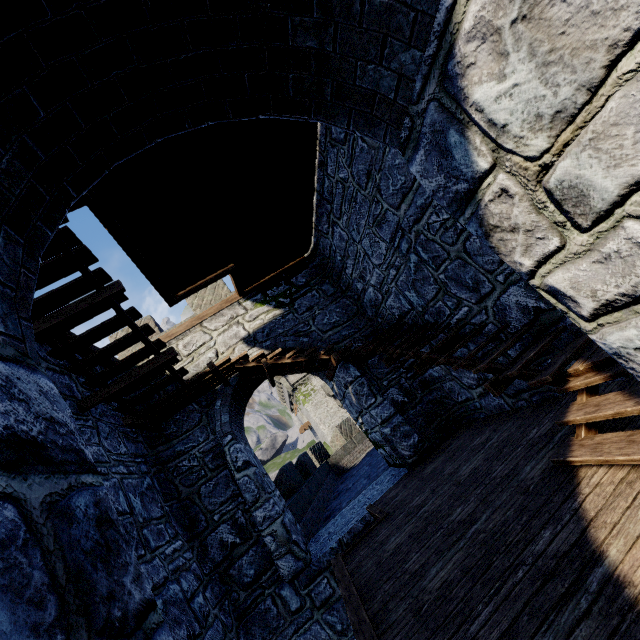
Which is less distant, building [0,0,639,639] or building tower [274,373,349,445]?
building [0,0,639,639]

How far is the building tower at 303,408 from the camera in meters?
41.4 m

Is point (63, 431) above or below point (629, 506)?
above

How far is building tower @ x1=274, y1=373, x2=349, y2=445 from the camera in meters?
41.4 m

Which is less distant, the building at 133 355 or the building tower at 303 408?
the building at 133 355
